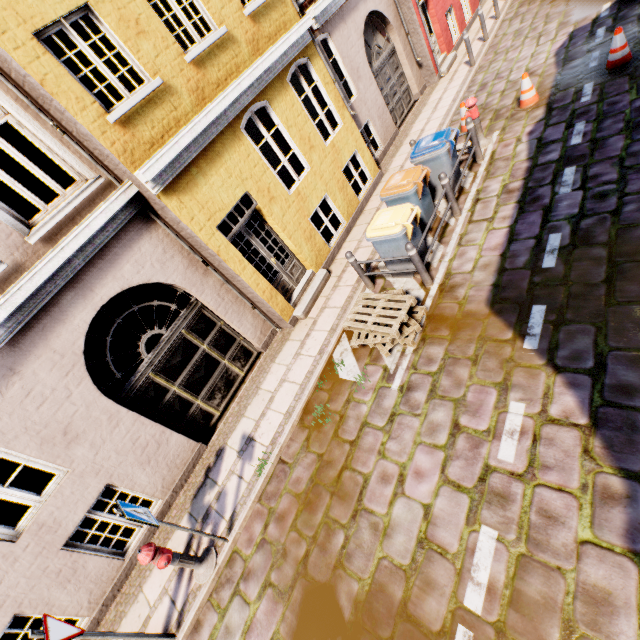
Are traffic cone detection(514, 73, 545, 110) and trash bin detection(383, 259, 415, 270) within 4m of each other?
no

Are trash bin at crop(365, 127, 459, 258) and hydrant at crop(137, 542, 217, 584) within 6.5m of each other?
no

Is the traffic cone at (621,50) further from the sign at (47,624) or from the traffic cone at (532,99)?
the sign at (47,624)

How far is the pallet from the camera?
5.5m

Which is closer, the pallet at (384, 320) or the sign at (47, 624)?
the sign at (47, 624)

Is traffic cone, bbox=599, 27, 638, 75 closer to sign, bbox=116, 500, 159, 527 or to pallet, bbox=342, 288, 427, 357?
pallet, bbox=342, 288, 427, 357

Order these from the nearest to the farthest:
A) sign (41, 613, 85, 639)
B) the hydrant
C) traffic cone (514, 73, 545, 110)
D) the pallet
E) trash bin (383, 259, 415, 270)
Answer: sign (41, 613, 85, 639)
the hydrant
the pallet
trash bin (383, 259, 415, 270)
traffic cone (514, 73, 545, 110)

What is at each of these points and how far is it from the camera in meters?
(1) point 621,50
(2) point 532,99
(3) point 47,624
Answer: (1) traffic cone, 6.8 m
(2) traffic cone, 8.0 m
(3) sign, 3.8 m
